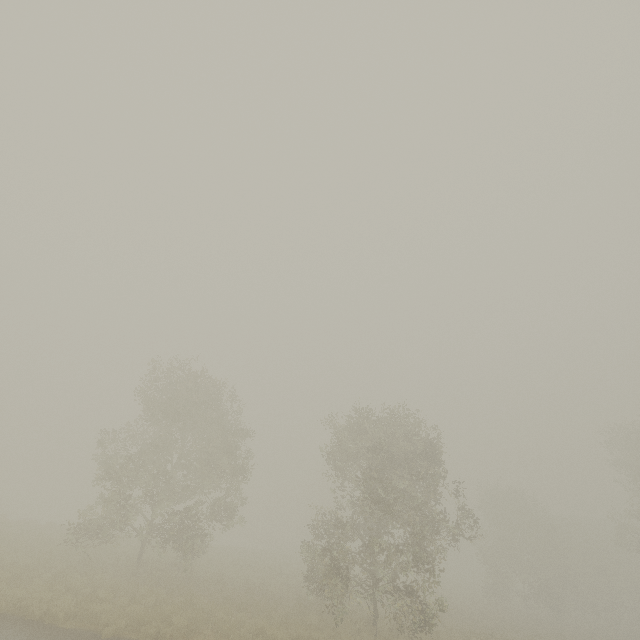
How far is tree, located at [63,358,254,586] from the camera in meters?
17.8 m

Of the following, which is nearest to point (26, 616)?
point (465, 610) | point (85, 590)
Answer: point (85, 590)

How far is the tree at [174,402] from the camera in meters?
17.8
